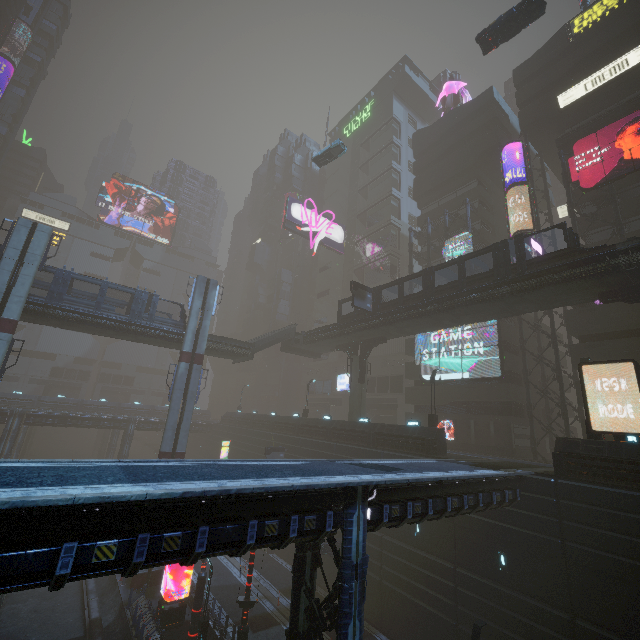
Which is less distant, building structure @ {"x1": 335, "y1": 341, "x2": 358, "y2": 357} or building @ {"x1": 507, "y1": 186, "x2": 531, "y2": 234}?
building @ {"x1": 507, "y1": 186, "x2": 531, "y2": 234}

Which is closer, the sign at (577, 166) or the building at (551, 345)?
the building at (551, 345)

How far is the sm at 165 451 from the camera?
28.8m

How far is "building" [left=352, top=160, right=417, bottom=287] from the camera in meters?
54.4

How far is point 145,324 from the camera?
30.30m

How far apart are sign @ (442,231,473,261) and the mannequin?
22.4m

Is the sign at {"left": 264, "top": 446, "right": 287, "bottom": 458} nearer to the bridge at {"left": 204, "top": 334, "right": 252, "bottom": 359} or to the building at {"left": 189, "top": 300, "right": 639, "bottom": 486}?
the building at {"left": 189, "top": 300, "right": 639, "bottom": 486}

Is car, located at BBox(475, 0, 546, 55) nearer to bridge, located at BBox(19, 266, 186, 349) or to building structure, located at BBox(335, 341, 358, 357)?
building structure, located at BBox(335, 341, 358, 357)
